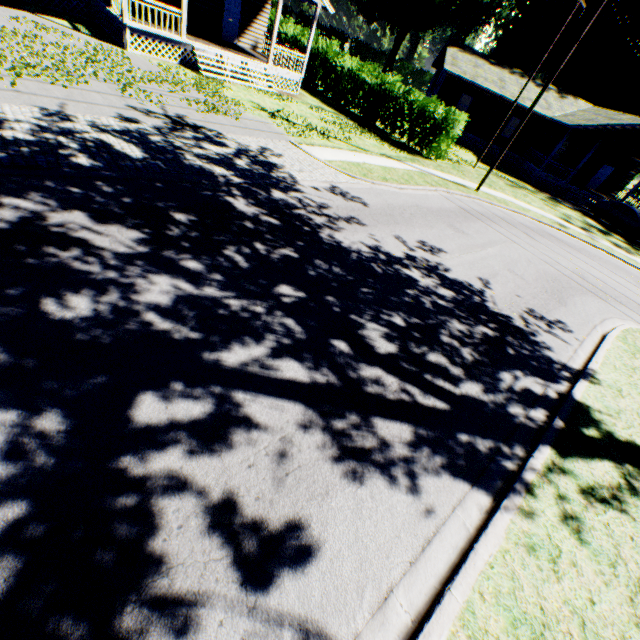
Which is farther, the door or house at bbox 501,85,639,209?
house at bbox 501,85,639,209

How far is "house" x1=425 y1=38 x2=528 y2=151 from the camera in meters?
27.6

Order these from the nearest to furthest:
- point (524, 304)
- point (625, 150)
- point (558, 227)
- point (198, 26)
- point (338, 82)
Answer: point (524, 304) → point (558, 227) → point (198, 26) → point (338, 82) → point (625, 150)

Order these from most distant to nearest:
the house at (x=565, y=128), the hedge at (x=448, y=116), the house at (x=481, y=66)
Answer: the house at (x=481, y=66)
the house at (x=565, y=128)
the hedge at (x=448, y=116)

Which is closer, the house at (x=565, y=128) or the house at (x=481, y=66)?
the house at (x=565, y=128)

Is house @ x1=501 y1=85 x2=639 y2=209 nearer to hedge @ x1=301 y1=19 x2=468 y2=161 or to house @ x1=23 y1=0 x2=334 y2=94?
hedge @ x1=301 y1=19 x2=468 y2=161

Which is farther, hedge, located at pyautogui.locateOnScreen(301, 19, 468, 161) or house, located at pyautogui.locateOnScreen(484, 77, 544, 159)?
house, located at pyautogui.locateOnScreen(484, 77, 544, 159)

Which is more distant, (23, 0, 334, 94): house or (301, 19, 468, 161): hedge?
(301, 19, 468, 161): hedge
